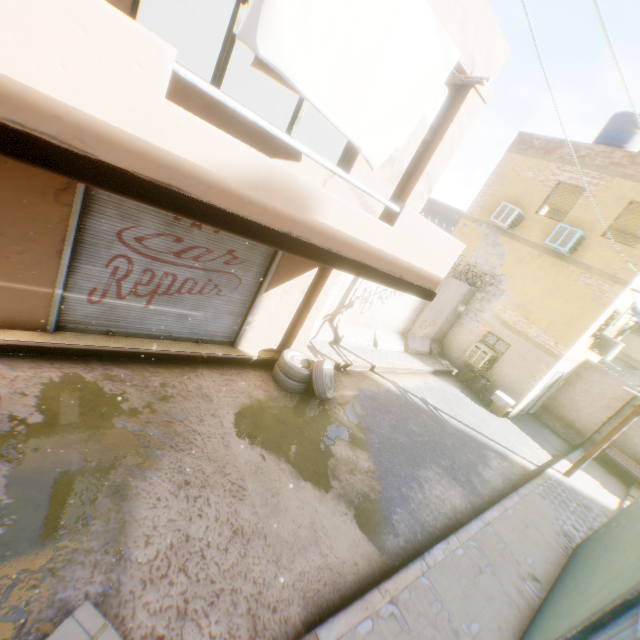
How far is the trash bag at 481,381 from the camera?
13.0 meters

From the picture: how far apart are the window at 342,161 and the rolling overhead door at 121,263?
1.34m

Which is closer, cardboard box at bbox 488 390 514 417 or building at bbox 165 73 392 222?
building at bbox 165 73 392 222

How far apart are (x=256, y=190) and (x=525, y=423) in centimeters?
1491cm

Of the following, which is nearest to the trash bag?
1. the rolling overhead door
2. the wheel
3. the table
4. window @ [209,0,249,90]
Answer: the table

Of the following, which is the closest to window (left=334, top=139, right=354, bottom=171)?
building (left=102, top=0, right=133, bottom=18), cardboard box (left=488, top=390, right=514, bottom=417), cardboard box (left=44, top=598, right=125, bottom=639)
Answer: building (left=102, top=0, right=133, bottom=18)

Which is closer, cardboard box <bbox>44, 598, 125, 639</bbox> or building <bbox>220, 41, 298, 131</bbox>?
cardboard box <bbox>44, 598, 125, 639</bbox>

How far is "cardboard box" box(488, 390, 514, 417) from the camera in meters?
12.4 m
